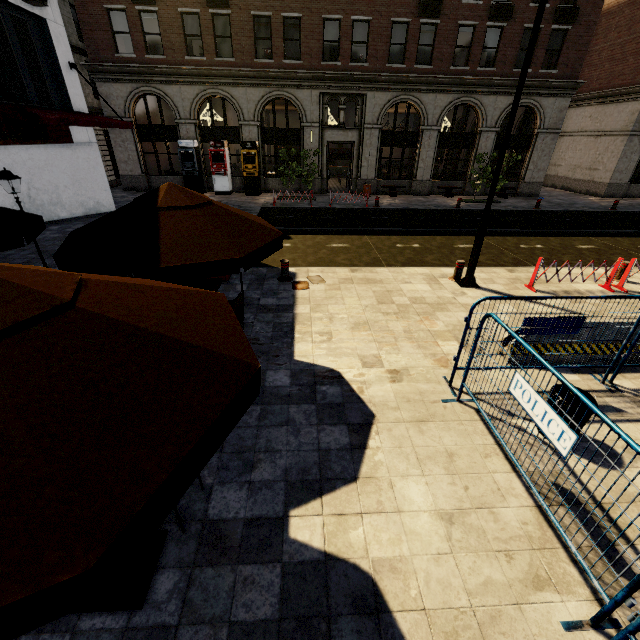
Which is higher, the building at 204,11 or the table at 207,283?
the building at 204,11

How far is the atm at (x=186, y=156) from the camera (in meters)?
20.12

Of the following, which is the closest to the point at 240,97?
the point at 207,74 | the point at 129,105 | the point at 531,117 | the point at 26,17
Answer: the point at 207,74

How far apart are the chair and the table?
0.34m

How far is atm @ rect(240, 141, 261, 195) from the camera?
20.3 meters

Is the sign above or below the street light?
above

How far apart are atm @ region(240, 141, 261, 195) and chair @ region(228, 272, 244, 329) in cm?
1780

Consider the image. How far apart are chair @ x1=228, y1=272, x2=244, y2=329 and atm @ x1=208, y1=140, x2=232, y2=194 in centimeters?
1805cm
